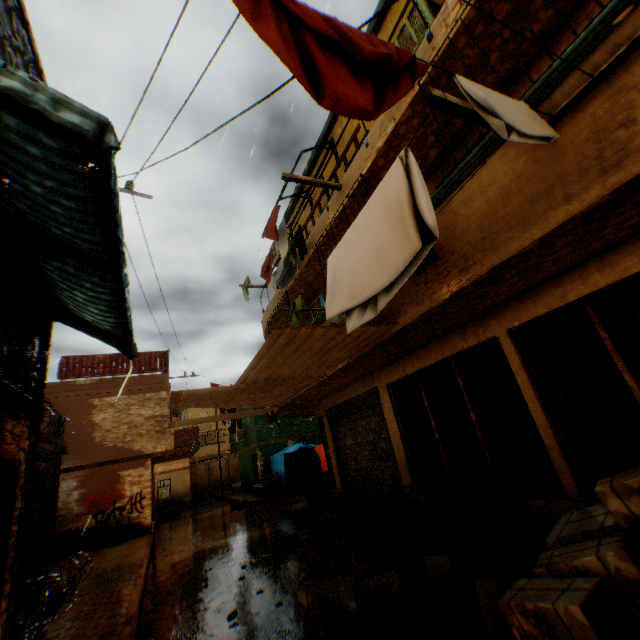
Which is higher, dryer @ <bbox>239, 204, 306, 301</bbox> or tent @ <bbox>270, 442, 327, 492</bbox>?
dryer @ <bbox>239, 204, 306, 301</bbox>

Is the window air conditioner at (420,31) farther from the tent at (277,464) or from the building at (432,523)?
the tent at (277,464)

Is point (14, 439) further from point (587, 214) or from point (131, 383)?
point (131, 383)

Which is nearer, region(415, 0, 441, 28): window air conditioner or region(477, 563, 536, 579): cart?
region(477, 563, 536, 579): cart

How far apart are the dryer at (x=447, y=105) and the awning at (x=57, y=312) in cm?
157

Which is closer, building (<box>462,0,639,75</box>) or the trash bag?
building (<box>462,0,639,75</box>)

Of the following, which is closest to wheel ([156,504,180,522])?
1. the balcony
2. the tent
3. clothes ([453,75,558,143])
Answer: the balcony

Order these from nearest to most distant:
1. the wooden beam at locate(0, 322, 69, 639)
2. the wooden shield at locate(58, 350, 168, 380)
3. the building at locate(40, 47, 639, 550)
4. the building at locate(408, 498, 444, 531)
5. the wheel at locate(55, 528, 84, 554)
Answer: the building at locate(40, 47, 639, 550), the wooden beam at locate(0, 322, 69, 639), the building at locate(408, 498, 444, 531), the wheel at locate(55, 528, 84, 554), the wooden shield at locate(58, 350, 168, 380)
